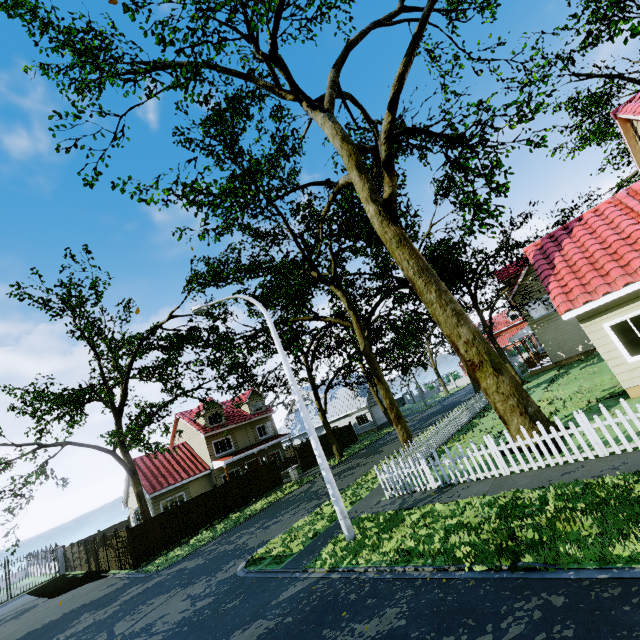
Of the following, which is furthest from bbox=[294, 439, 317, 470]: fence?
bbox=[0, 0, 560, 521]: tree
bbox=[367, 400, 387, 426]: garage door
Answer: bbox=[367, 400, 387, 426]: garage door

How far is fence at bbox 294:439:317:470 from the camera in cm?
2927

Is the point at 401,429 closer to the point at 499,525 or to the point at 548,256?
the point at 548,256

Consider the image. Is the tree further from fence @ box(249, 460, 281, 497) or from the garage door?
the garage door

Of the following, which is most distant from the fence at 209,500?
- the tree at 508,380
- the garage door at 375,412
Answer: the garage door at 375,412

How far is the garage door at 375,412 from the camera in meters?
38.7 m

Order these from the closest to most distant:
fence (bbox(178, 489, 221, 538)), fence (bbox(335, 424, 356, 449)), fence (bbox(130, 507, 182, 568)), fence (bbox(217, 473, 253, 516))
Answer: fence (bbox(130, 507, 182, 568)) < fence (bbox(178, 489, 221, 538)) < fence (bbox(217, 473, 253, 516)) < fence (bbox(335, 424, 356, 449))
